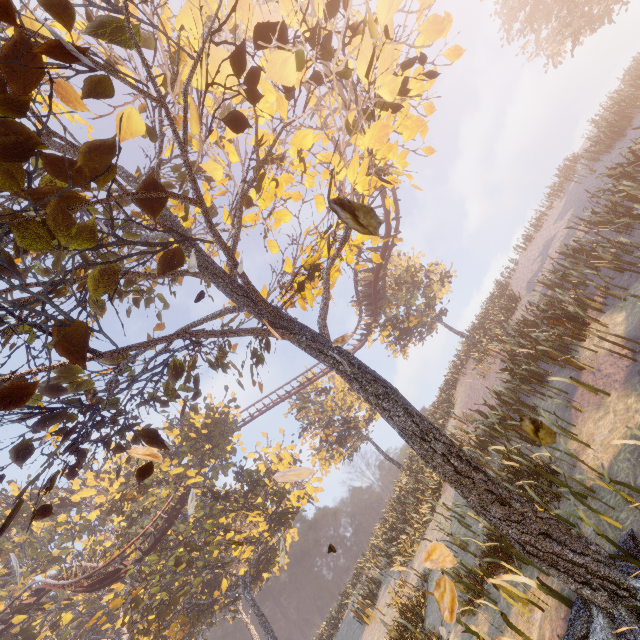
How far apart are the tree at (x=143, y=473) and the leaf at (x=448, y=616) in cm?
399

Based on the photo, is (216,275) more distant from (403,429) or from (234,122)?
(403,429)

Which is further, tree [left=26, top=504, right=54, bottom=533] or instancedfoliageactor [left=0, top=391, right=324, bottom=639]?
instancedfoliageactor [left=0, top=391, right=324, bottom=639]

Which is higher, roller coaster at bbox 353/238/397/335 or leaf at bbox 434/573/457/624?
roller coaster at bbox 353/238/397/335

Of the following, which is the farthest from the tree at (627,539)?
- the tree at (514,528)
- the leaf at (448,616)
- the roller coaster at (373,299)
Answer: the roller coaster at (373,299)

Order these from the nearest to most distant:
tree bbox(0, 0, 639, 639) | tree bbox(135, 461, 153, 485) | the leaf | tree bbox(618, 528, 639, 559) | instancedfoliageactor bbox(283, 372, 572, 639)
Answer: tree bbox(0, 0, 639, 639)
the leaf
tree bbox(618, 528, 639, 559)
tree bbox(135, 461, 153, 485)
instancedfoliageactor bbox(283, 372, 572, 639)

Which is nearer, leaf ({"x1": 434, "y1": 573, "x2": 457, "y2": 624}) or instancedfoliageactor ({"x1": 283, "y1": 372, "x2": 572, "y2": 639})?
leaf ({"x1": 434, "y1": 573, "x2": 457, "y2": 624})
